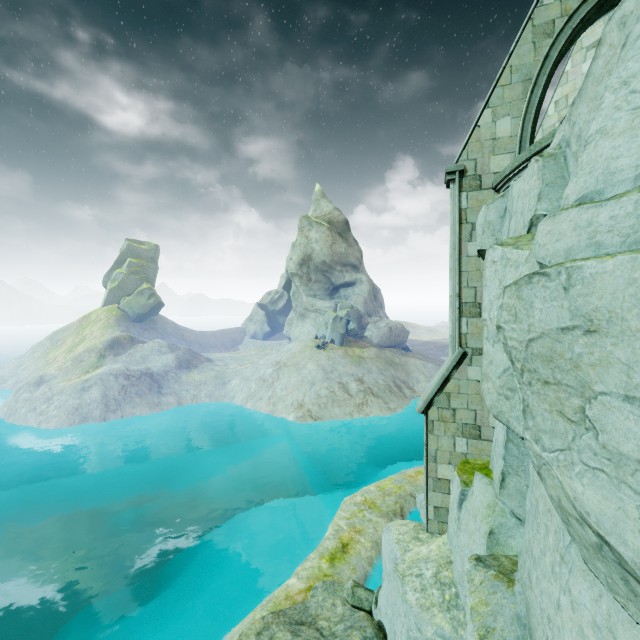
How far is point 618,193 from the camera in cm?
224

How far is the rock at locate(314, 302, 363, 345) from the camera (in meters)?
42.75

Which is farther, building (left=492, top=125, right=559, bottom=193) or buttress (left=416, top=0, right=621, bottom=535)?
buttress (left=416, top=0, right=621, bottom=535)

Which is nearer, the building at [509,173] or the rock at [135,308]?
the building at [509,173]

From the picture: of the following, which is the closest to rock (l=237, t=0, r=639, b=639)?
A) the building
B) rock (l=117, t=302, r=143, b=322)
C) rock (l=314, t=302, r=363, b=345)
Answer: the building

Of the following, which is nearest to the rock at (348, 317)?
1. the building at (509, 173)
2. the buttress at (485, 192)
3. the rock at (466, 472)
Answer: the rock at (466, 472)

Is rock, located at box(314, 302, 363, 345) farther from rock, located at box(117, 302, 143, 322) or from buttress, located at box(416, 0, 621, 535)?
rock, located at box(117, 302, 143, 322)

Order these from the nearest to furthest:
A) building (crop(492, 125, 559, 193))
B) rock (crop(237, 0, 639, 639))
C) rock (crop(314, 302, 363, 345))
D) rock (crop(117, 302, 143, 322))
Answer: rock (crop(237, 0, 639, 639)), building (crop(492, 125, 559, 193)), rock (crop(314, 302, 363, 345)), rock (crop(117, 302, 143, 322))
